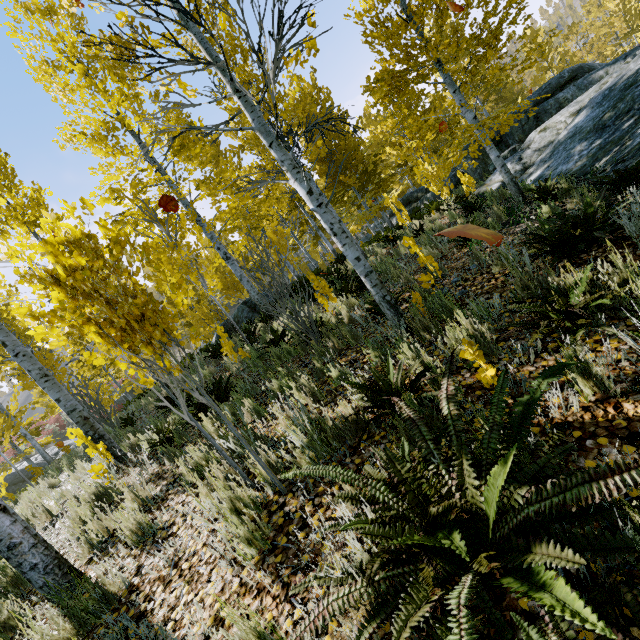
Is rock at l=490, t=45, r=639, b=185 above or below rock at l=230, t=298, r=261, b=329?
below

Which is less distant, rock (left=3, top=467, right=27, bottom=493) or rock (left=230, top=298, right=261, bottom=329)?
rock (left=230, top=298, right=261, bottom=329)

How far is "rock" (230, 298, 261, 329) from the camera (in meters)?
12.81

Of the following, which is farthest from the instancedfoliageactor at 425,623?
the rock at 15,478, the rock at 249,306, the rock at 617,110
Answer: the rock at 15,478

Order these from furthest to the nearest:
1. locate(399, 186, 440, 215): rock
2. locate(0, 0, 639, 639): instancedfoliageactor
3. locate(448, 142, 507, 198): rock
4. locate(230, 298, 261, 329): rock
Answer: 1. locate(399, 186, 440, 215): rock
2. locate(230, 298, 261, 329): rock
3. locate(448, 142, 507, 198): rock
4. locate(0, 0, 639, 639): instancedfoliageactor

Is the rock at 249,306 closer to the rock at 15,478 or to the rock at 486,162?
the rock at 486,162

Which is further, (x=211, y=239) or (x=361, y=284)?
(x=211, y=239)

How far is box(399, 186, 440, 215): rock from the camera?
18.71m
